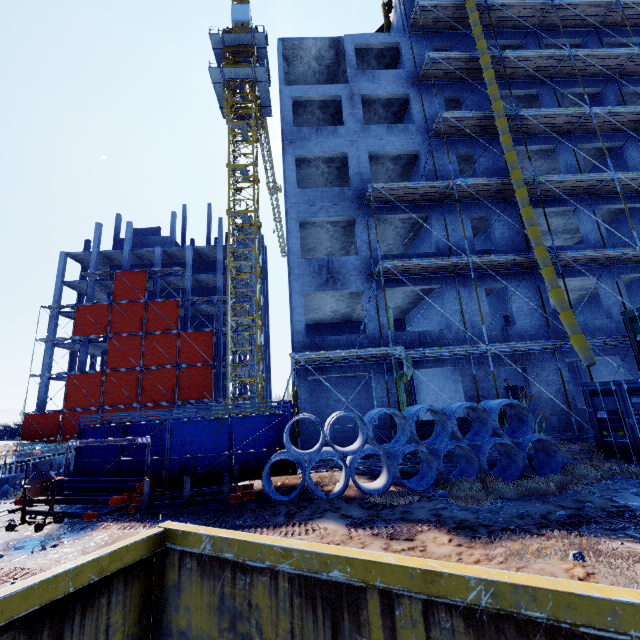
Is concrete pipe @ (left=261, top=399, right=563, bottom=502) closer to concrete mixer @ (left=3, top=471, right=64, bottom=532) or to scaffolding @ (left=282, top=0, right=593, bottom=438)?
scaffolding @ (left=282, top=0, right=593, bottom=438)

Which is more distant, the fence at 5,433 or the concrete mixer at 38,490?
the fence at 5,433

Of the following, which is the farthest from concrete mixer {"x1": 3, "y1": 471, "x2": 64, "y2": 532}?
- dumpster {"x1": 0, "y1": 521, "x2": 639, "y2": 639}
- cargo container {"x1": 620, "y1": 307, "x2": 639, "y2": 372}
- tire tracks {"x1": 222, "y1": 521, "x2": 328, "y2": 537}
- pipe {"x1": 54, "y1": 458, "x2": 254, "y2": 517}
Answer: cargo container {"x1": 620, "y1": 307, "x2": 639, "y2": 372}

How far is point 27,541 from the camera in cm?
721

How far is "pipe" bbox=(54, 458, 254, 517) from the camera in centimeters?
849cm

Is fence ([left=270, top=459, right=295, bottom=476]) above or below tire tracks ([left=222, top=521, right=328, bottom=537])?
above

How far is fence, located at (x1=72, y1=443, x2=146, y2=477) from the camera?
10.64m

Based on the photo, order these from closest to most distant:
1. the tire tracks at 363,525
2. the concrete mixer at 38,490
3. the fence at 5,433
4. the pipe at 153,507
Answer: the tire tracks at 363,525 < the concrete mixer at 38,490 < the pipe at 153,507 < the fence at 5,433
